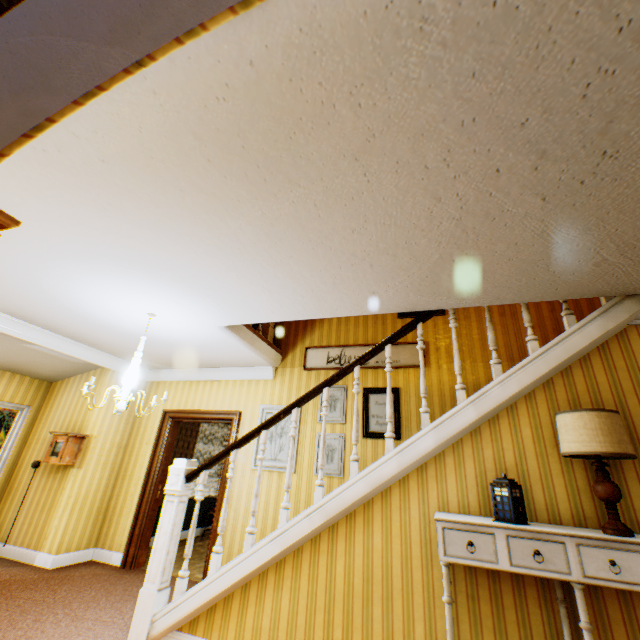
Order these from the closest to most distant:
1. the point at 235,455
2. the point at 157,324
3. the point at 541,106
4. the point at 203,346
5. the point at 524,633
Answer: the point at 541,106, the point at 524,633, the point at 235,455, the point at 157,324, the point at 203,346

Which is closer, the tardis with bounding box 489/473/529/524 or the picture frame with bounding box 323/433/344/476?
the tardis with bounding box 489/473/529/524

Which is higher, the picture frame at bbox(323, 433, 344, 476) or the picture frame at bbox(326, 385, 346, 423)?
the picture frame at bbox(326, 385, 346, 423)

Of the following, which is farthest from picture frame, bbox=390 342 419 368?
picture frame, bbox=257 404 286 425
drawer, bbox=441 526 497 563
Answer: drawer, bbox=441 526 497 563

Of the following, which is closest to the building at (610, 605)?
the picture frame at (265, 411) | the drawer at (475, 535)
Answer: the picture frame at (265, 411)

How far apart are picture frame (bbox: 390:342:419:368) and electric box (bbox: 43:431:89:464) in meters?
4.0 m

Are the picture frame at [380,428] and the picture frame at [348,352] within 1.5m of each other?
yes

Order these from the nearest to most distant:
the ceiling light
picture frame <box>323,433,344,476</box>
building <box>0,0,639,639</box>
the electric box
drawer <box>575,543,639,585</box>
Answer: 1. building <box>0,0,639,639</box>
2. drawer <box>575,543,639,585</box>
3. the ceiling light
4. picture frame <box>323,433,344,476</box>
5. the electric box
